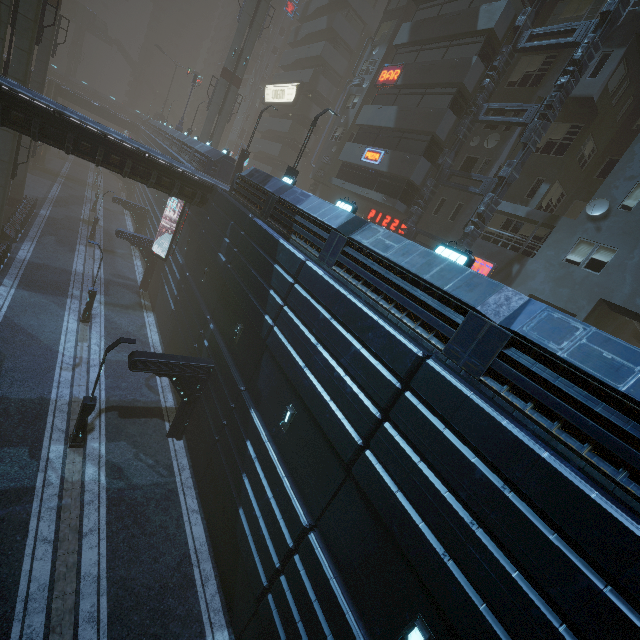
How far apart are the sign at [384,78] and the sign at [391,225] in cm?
847

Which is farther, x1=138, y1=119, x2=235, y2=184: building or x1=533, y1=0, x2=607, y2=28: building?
x1=138, y1=119, x2=235, y2=184: building

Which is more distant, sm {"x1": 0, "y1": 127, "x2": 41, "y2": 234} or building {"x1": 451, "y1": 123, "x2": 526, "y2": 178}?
sm {"x1": 0, "y1": 127, "x2": 41, "y2": 234}

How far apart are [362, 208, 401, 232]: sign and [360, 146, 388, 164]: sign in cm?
370

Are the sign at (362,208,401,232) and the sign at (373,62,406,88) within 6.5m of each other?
no

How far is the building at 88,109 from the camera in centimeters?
5309cm

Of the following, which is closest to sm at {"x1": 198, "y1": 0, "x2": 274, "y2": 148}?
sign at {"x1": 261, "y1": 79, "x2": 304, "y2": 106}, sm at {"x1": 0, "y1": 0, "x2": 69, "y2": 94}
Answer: sign at {"x1": 261, "y1": 79, "x2": 304, "y2": 106}

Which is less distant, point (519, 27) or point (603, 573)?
point (603, 573)
